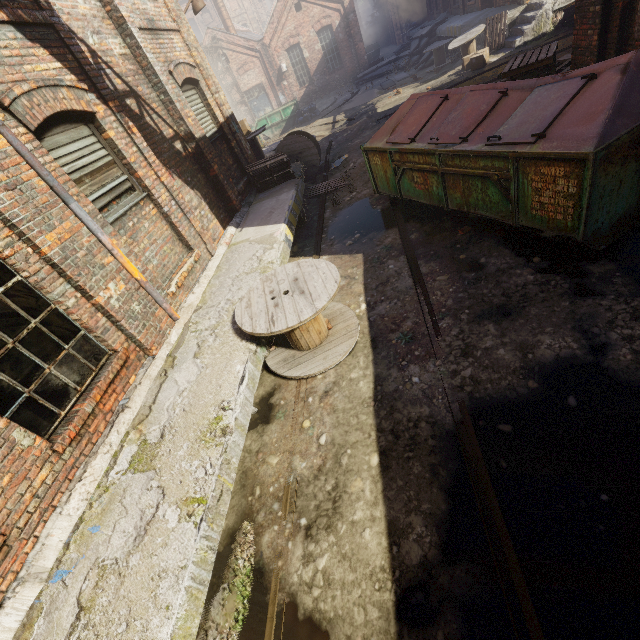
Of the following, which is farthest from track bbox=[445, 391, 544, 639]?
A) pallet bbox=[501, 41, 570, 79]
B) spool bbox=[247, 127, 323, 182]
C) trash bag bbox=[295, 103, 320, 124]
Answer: trash bag bbox=[295, 103, 320, 124]

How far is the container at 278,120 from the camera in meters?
22.0 m

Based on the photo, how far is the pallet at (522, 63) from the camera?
6.17m

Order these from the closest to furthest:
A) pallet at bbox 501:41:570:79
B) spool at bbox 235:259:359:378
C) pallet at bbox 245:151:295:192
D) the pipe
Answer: spool at bbox 235:259:359:378
pallet at bbox 501:41:570:79
pallet at bbox 245:151:295:192
the pipe

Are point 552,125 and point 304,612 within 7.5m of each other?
yes

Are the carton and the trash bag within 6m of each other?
no

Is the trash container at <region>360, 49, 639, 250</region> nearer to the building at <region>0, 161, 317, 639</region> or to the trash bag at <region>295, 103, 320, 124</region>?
the building at <region>0, 161, 317, 639</region>

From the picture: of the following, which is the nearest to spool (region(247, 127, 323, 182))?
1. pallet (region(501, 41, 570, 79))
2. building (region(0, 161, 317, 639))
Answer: building (region(0, 161, 317, 639))
